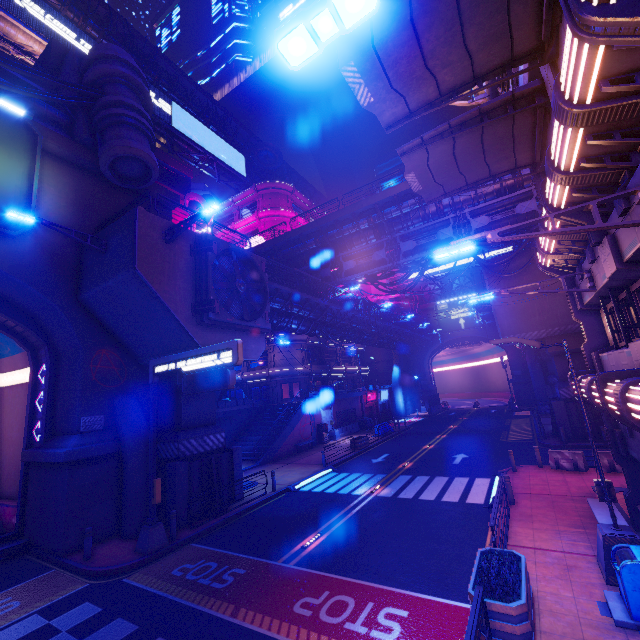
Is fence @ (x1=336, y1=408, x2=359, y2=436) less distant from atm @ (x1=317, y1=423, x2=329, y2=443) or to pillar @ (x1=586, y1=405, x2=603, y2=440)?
atm @ (x1=317, y1=423, x2=329, y2=443)

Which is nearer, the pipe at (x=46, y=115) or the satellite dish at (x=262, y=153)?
the pipe at (x=46, y=115)

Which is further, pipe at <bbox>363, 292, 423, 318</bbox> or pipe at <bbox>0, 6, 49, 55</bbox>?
pipe at <bbox>363, 292, 423, 318</bbox>

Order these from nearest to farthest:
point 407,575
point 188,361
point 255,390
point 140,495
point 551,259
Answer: point 407,575 → point 551,259 → point 188,361 → point 140,495 → point 255,390

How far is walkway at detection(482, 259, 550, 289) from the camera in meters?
22.4 m

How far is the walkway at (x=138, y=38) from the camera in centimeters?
3597cm

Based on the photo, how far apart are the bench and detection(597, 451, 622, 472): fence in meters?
6.4 m

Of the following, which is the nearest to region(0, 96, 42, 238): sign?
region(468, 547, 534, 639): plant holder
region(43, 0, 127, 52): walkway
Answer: region(468, 547, 534, 639): plant holder
